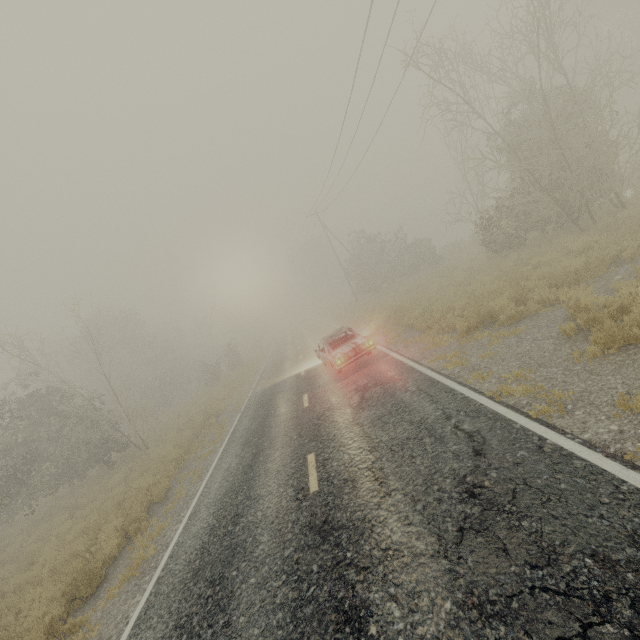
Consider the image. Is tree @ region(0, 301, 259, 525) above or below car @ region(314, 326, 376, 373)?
above

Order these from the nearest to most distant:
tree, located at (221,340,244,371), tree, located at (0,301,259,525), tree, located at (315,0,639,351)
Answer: tree, located at (315,0,639,351) → tree, located at (0,301,259,525) → tree, located at (221,340,244,371)

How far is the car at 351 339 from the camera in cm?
1170

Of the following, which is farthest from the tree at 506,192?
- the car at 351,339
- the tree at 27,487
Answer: the tree at 27,487

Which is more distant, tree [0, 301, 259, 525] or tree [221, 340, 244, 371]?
tree [221, 340, 244, 371]

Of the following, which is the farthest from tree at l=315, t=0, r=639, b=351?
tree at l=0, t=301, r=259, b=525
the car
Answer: tree at l=0, t=301, r=259, b=525

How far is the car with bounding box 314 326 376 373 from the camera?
11.7m

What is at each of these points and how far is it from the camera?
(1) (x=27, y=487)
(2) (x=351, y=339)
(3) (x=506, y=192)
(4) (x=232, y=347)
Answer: (1) tree, 15.3 meters
(2) car, 12.9 meters
(3) tree, 19.5 meters
(4) tree, 37.8 meters
